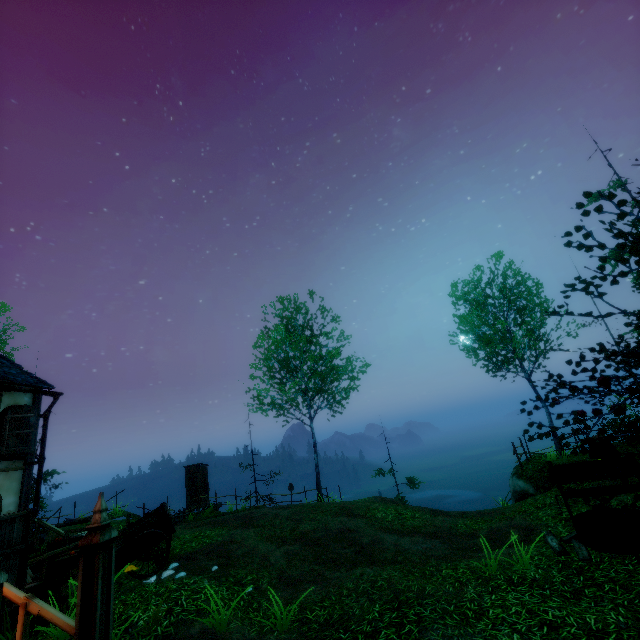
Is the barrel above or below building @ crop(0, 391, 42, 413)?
below

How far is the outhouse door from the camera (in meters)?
21.52

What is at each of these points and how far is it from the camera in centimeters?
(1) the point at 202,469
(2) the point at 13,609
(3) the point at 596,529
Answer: (1) outhouse, 2255cm
(2) box, 566cm
(3) well, 702cm

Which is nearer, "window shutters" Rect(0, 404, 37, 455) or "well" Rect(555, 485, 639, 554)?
"well" Rect(555, 485, 639, 554)

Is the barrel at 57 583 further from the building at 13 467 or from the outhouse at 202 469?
the outhouse at 202 469

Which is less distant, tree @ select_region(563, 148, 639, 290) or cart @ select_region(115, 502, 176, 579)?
tree @ select_region(563, 148, 639, 290)

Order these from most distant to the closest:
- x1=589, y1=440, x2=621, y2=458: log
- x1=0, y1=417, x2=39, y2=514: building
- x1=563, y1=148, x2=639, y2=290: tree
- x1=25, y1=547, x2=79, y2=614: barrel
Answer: x1=589, y1=440, x2=621, y2=458: log
x1=0, y1=417, x2=39, y2=514: building
x1=25, y1=547, x2=79, y2=614: barrel
x1=563, y1=148, x2=639, y2=290: tree

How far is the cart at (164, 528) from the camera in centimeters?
804cm
